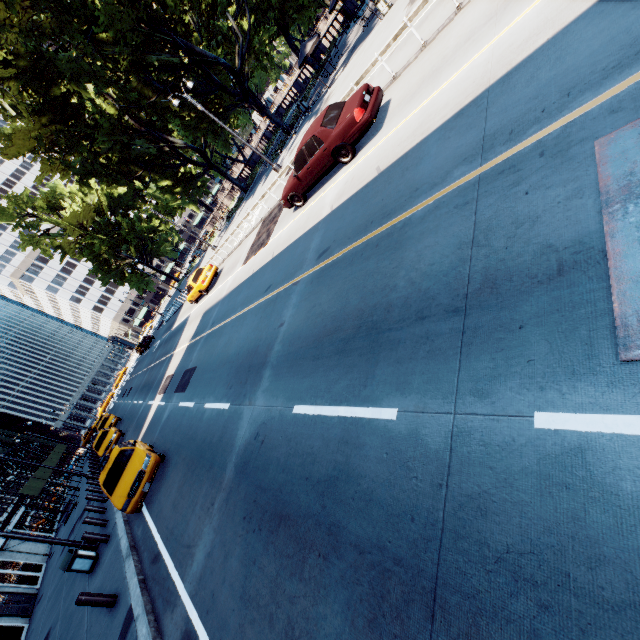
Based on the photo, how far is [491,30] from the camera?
6.8m

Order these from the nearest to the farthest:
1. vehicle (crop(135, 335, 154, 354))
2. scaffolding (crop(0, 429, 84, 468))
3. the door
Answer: the door < scaffolding (crop(0, 429, 84, 468)) < vehicle (crop(135, 335, 154, 354))

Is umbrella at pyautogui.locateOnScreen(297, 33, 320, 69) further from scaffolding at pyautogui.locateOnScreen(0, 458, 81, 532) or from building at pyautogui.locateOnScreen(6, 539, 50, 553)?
scaffolding at pyautogui.locateOnScreen(0, 458, 81, 532)

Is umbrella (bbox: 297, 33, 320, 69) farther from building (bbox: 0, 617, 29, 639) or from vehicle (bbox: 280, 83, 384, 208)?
building (bbox: 0, 617, 29, 639)

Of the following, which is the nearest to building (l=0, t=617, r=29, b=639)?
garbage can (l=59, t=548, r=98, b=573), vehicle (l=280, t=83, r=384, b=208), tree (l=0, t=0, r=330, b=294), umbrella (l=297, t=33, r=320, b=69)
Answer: garbage can (l=59, t=548, r=98, b=573)

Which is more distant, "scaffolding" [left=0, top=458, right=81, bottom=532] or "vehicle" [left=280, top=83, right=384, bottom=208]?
"scaffolding" [left=0, top=458, right=81, bottom=532]

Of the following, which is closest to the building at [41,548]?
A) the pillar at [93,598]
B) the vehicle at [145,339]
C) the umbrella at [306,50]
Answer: the pillar at [93,598]

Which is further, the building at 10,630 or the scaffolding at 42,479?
the scaffolding at 42,479
